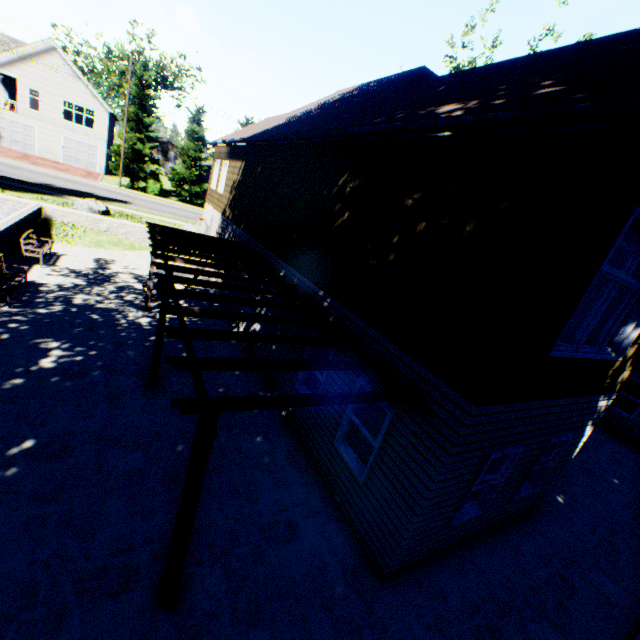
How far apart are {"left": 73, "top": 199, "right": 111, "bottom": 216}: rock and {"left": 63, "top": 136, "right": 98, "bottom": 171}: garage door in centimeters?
2332cm

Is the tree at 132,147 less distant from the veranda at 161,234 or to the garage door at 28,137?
the garage door at 28,137

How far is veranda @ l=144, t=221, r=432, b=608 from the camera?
3.4 meters

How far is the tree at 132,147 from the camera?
32.8 meters

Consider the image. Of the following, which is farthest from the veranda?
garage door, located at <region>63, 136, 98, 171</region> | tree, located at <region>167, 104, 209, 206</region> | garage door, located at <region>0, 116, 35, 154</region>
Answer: garage door, located at <region>0, 116, 35, 154</region>

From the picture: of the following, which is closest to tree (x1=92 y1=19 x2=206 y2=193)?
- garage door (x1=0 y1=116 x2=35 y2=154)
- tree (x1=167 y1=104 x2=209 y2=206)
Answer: tree (x1=167 y1=104 x2=209 y2=206)

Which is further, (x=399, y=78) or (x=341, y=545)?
(x=399, y=78)

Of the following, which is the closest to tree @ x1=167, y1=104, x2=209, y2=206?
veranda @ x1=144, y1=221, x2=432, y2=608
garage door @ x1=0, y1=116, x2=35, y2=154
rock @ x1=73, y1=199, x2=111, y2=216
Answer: garage door @ x1=0, y1=116, x2=35, y2=154
